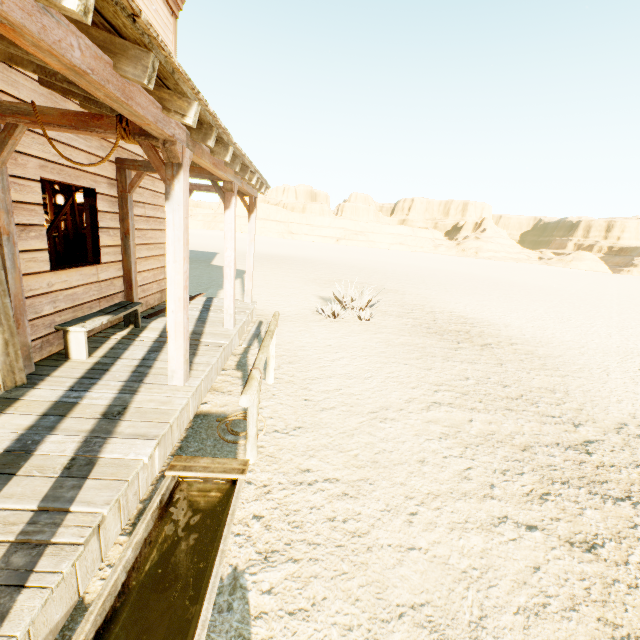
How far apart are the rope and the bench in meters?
2.0 m

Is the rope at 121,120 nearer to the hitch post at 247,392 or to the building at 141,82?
the building at 141,82

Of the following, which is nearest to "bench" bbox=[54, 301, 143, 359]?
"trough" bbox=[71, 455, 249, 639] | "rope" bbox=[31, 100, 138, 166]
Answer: "rope" bbox=[31, 100, 138, 166]

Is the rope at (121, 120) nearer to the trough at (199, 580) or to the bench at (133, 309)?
the bench at (133, 309)

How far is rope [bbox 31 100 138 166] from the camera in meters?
3.0 m

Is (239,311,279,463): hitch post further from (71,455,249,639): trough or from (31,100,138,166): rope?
(31,100,138,166): rope

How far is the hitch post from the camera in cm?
265

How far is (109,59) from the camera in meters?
1.9
